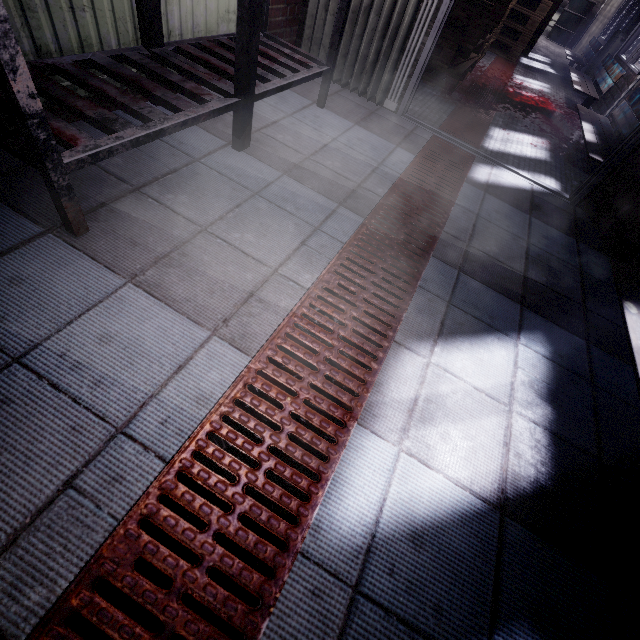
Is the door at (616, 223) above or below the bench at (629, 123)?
below

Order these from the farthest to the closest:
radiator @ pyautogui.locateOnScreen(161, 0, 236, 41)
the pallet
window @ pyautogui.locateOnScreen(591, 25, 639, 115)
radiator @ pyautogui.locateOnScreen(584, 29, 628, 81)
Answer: radiator @ pyautogui.locateOnScreen(584, 29, 628, 81) → window @ pyautogui.locateOnScreen(591, 25, 639, 115) → the pallet → radiator @ pyautogui.locateOnScreen(161, 0, 236, 41)

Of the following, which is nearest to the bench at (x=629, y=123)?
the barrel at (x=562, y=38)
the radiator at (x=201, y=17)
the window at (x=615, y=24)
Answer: the window at (x=615, y=24)

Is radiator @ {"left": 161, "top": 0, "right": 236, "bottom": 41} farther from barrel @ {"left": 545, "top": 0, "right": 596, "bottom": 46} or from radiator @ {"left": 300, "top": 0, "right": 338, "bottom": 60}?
barrel @ {"left": 545, "top": 0, "right": 596, "bottom": 46}

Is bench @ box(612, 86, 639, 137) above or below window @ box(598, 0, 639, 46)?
below

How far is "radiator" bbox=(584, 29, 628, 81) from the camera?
5.5 meters

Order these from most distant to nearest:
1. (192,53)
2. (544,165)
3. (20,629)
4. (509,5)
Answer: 1. (509,5)
2. (544,165)
3. (192,53)
4. (20,629)

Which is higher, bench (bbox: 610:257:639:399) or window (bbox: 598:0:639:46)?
window (bbox: 598:0:639:46)
